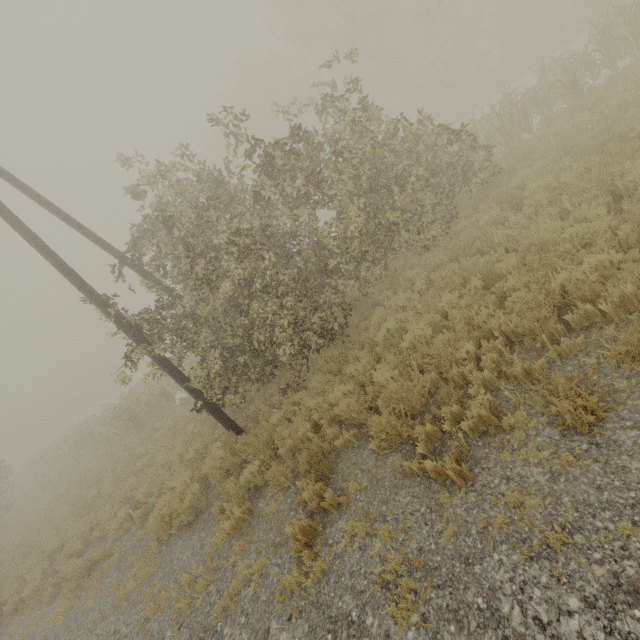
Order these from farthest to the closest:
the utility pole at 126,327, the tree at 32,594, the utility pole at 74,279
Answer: the tree at 32,594
the utility pole at 126,327
the utility pole at 74,279

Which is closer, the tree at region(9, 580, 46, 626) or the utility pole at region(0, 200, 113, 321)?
the utility pole at region(0, 200, 113, 321)

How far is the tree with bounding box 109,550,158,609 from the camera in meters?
6.8

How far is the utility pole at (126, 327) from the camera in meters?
7.6 m

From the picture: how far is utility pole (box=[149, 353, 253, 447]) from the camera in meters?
7.9 m

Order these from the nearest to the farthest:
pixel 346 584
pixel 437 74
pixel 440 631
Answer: pixel 440 631 → pixel 346 584 → pixel 437 74

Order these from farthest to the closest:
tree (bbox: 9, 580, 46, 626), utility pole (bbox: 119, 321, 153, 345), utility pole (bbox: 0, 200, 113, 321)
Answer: tree (bbox: 9, 580, 46, 626) < utility pole (bbox: 119, 321, 153, 345) < utility pole (bbox: 0, 200, 113, 321)
